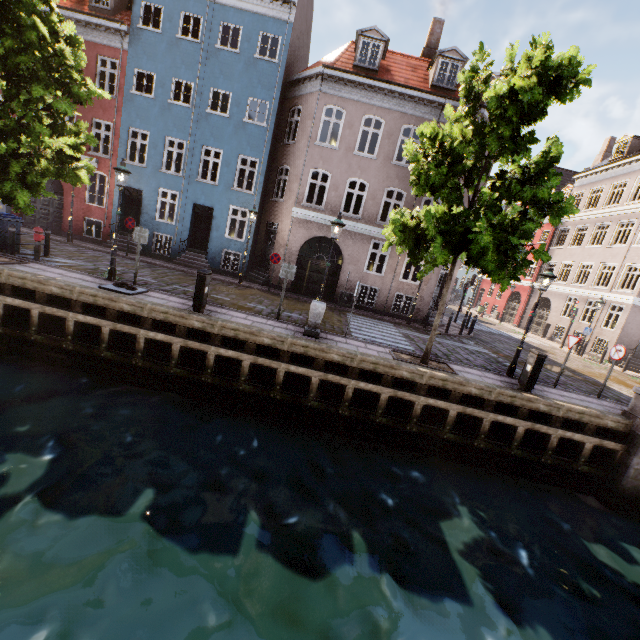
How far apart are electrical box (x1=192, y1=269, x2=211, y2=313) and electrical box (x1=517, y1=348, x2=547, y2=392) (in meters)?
9.68

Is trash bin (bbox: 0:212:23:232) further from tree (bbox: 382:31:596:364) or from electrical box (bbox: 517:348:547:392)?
electrical box (bbox: 517:348:547:392)

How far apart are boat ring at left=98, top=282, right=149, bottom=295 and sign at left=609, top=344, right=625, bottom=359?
15.6 meters

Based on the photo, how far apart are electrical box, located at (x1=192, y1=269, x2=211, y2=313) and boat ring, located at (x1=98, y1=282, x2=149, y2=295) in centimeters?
196cm

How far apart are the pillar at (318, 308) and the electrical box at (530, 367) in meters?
6.2

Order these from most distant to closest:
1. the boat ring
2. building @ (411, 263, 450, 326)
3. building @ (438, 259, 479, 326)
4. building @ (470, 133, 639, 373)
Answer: building @ (470, 133, 639, 373) < building @ (438, 259, 479, 326) < building @ (411, 263, 450, 326) < the boat ring

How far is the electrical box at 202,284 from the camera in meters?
9.1

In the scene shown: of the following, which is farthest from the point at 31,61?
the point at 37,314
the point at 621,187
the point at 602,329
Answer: the point at 621,187
